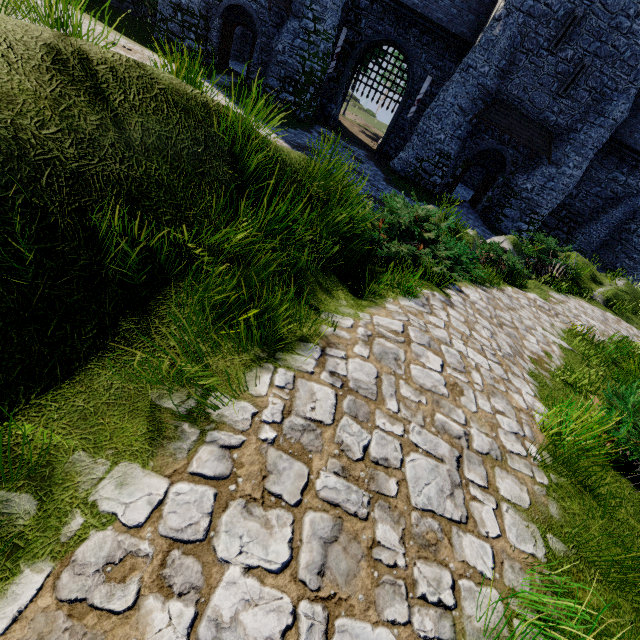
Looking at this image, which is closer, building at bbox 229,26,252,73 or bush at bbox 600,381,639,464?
bush at bbox 600,381,639,464

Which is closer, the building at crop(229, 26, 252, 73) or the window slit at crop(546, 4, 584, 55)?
the window slit at crop(546, 4, 584, 55)

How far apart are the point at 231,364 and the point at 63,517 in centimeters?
125cm

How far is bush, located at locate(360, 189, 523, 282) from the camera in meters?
5.8 m

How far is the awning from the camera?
21.12m

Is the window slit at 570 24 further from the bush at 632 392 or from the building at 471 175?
the bush at 632 392

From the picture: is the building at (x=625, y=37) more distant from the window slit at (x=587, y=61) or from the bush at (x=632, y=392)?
the bush at (x=632, y=392)

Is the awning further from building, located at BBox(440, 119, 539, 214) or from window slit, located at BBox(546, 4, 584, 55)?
window slit, located at BBox(546, 4, 584, 55)
